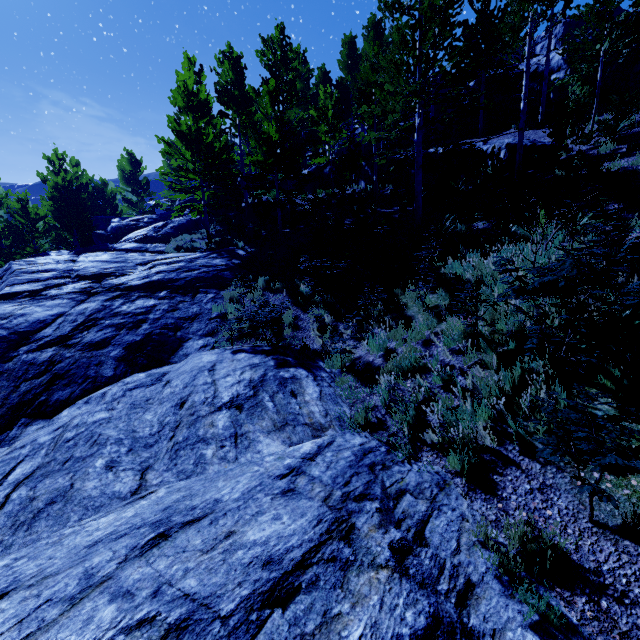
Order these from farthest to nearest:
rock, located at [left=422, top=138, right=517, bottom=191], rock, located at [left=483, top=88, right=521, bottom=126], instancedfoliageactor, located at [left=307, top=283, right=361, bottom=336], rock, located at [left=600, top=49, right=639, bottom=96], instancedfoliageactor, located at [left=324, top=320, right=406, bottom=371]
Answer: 1. rock, located at [left=483, top=88, right=521, bottom=126]
2. rock, located at [left=600, top=49, right=639, bottom=96]
3. rock, located at [left=422, top=138, right=517, bottom=191]
4. instancedfoliageactor, located at [left=307, top=283, right=361, bottom=336]
5. instancedfoliageactor, located at [left=324, top=320, right=406, bottom=371]

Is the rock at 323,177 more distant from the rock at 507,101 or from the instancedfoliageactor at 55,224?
the rock at 507,101

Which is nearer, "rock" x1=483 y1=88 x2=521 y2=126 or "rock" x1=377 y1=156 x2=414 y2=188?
"rock" x1=377 y1=156 x2=414 y2=188

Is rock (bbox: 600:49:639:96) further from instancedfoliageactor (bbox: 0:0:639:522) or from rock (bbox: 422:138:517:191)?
rock (bbox: 422:138:517:191)

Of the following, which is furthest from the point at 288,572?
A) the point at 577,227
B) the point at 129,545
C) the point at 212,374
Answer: the point at 577,227
